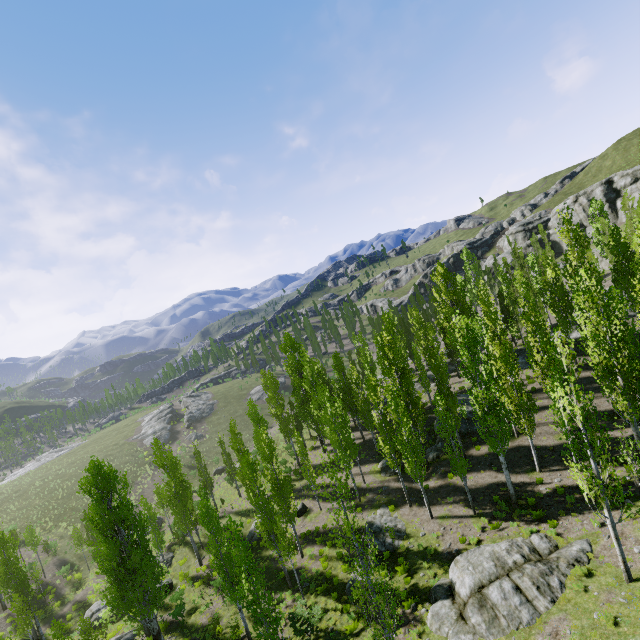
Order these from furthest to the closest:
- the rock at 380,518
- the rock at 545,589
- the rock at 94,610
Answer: the rock at 94,610 < the rock at 380,518 < the rock at 545,589

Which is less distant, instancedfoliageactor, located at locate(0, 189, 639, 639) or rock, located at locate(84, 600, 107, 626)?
instancedfoliageactor, located at locate(0, 189, 639, 639)

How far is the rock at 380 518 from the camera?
21.8 meters

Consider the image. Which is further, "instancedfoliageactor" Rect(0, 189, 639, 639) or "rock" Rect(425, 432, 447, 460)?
"rock" Rect(425, 432, 447, 460)

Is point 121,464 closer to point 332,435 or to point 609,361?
point 332,435

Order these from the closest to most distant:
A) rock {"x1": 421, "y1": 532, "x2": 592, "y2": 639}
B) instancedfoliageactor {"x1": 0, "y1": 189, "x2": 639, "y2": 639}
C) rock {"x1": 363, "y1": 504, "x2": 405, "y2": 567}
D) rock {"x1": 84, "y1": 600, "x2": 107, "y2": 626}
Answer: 1. instancedfoliageactor {"x1": 0, "y1": 189, "x2": 639, "y2": 639}
2. rock {"x1": 421, "y1": 532, "x2": 592, "y2": 639}
3. rock {"x1": 363, "y1": 504, "x2": 405, "y2": 567}
4. rock {"x1": 84, "y1": 600, "x2": 107, "y2": 626}

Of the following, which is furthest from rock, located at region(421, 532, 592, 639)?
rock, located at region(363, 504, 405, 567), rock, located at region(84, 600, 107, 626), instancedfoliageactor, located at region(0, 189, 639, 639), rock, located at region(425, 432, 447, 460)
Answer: rock, located at region(84, 600, 107, 626)
